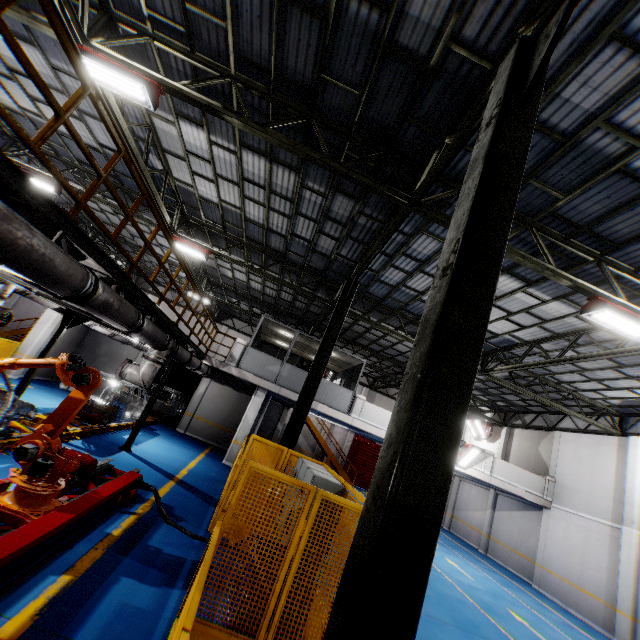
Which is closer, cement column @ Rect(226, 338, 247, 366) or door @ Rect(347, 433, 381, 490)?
cement column @ Rect(226, 338, 247, 366)

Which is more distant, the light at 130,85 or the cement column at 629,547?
the cement column at 629,547

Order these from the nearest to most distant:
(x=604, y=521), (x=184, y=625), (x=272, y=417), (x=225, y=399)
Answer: (x=184, y=625), (x=604, y=521), (x=225, y=399), (x=272, y=417)

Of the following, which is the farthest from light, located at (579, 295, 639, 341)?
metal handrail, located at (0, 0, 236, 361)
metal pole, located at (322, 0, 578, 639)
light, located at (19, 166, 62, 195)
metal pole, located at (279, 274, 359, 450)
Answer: light, located at (19, 166, 62, 195)

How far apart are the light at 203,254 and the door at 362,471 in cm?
2035

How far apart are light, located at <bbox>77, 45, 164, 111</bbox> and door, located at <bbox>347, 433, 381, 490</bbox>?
26.3 meters

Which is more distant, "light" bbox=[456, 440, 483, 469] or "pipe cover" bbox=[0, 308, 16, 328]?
"light" bbox=[456, 440, 483, 469]

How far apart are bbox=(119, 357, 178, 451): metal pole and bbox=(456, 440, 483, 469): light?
14.17m
